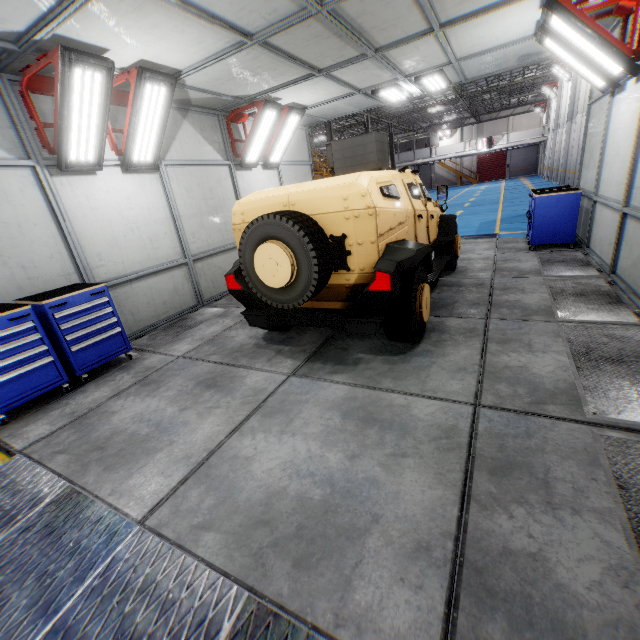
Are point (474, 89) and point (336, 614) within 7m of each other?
no

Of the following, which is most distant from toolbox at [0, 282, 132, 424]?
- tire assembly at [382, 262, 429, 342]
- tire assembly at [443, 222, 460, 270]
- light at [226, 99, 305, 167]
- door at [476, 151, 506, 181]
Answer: door at [476, 151, 506, 181]

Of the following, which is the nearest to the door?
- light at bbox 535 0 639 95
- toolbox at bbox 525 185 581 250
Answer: toolbox at bbox 525 185 581 250

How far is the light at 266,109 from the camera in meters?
7.2

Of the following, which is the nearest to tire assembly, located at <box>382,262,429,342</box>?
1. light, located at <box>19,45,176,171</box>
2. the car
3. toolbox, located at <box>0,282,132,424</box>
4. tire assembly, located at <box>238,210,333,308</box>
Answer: the car

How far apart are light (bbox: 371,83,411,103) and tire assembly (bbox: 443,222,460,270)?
3.6m

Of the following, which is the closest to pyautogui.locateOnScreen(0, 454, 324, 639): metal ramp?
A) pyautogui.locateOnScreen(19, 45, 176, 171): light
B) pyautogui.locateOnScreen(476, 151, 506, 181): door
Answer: pyautogui.locateOnScreen(19, 45, 176, 171): light

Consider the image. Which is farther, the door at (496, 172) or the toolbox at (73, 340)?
the door at (496, 172)
